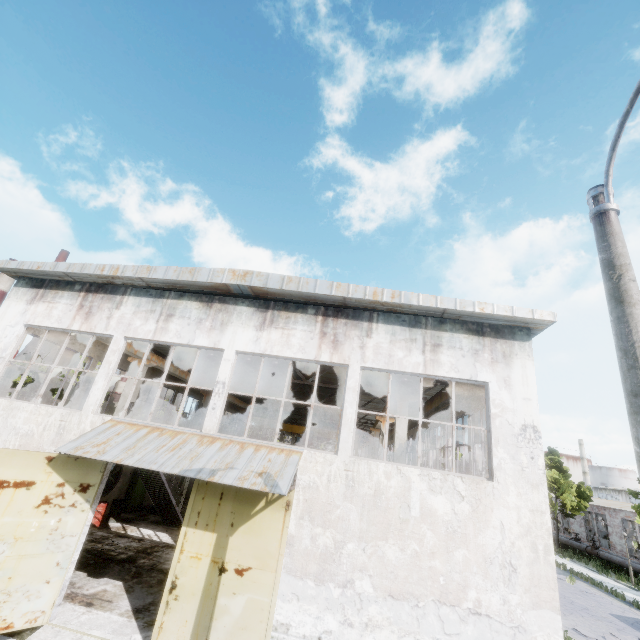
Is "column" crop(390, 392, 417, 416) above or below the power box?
above

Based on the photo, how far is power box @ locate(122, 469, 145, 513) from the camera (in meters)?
19.19

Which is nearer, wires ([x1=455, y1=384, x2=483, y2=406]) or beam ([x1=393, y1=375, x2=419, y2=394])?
beam ([x1=393, y1=375, x2=419, y2=394])

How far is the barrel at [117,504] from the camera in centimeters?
1684cm

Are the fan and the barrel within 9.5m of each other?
yes

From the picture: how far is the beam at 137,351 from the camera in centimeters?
1426cm

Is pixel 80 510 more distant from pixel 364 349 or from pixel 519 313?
pixel 519 313

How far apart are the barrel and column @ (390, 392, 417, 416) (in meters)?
14.12
